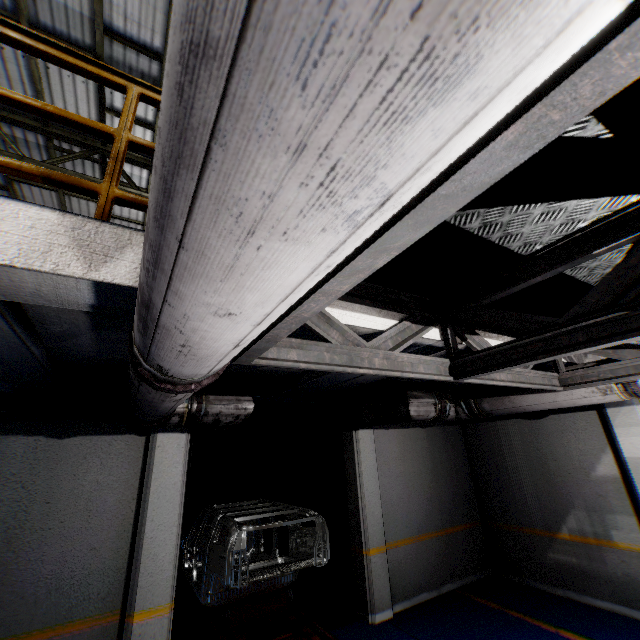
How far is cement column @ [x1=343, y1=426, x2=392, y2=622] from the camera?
5.84m

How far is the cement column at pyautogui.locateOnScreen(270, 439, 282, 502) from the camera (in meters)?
9.45

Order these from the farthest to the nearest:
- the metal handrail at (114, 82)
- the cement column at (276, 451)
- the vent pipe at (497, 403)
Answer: the cement column at (276, 451)
the vent pipe at (497, 403)
the metal handrail at (114, 82)

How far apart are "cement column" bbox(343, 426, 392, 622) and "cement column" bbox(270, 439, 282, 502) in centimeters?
341cm

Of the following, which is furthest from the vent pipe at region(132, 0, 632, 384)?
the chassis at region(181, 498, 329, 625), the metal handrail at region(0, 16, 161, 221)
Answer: the chassis at region(181, 498, 329, 625)

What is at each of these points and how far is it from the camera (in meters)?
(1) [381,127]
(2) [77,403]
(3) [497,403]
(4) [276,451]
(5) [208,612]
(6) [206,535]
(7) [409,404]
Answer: (1) vent pipe, 0.38
(2) cement column, 4.59
(3) vent pipe, 4.70
(4) cement column, 9.88
(5) platform, 5.89
(6) chassis, 7.86
(7) vent pipe, 4.79

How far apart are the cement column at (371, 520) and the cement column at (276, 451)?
3.41m

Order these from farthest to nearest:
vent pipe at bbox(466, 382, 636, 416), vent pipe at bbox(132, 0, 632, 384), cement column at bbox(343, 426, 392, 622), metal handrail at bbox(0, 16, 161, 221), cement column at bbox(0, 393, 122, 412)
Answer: cement column at bbox(343, 426, 392, 622)
cement column at bbox(0, 393, 122, 412)
vent pipe at bbox(466, 382, 636, 416)
metal handrail at bbox(0, 16, 161, 221)
vent pipe at bbox(132, 0, 632, 384)
